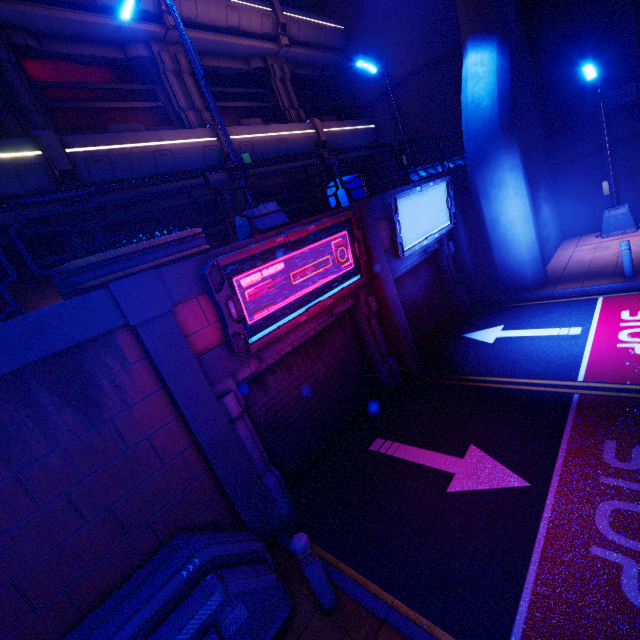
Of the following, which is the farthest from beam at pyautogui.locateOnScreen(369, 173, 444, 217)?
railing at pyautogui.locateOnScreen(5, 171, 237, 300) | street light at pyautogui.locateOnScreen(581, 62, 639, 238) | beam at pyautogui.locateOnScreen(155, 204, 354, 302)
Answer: street light at pyautogui.locateOnScreen(581, 62, 639, 238)

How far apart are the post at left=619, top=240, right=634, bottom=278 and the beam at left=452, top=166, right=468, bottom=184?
5.0 meters

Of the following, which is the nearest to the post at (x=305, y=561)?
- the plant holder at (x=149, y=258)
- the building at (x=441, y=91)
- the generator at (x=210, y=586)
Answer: the generator at (x=210, y=586)

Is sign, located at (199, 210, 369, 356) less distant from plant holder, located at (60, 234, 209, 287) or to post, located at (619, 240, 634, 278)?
plant holder, located at (60, 234, 209, 287)

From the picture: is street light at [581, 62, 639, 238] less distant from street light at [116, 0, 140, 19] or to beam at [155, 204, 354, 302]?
beam at [155, 204, 354, 302]

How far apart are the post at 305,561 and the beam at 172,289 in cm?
346

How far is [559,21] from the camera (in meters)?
12.48

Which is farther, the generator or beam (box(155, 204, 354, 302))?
beam (box(155, 204, 354, 302))
